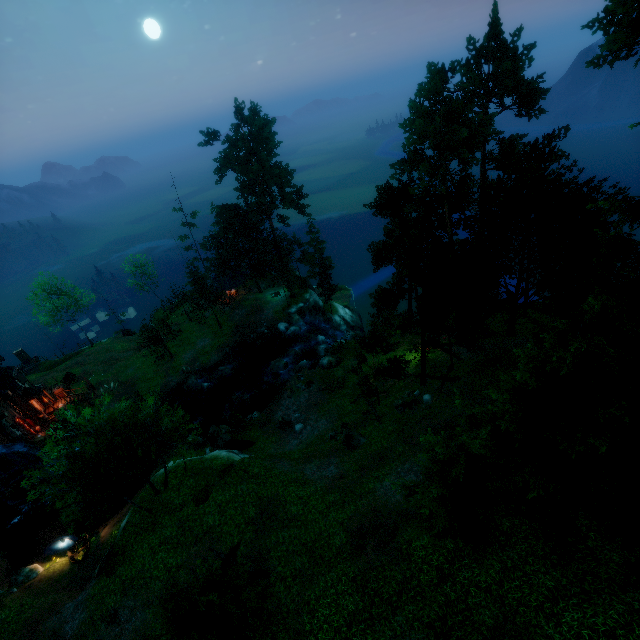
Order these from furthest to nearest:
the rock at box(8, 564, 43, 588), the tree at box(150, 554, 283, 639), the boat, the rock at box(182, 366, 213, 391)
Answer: the rock at box(182, 366, 213, 391) < the boat < the rock at box(8, 564, 43, 588) < the tree at box(150, 554, 283, 639)

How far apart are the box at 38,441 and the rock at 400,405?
36.4m

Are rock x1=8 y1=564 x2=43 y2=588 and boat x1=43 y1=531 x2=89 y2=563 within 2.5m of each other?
yes

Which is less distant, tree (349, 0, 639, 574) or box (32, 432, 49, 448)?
tree (349, 0, 639, 574)

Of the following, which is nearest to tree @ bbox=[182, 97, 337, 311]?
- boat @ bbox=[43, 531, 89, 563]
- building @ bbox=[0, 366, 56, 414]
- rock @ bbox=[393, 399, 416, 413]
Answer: rock @ bbox=[393, 399, 416, 413]

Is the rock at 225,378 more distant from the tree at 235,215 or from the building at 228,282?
the building at 228,282

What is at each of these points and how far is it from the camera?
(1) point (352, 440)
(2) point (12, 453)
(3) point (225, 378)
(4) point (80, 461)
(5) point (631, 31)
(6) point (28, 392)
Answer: (1) rock, 24.2 meters
(2) water wheel, 30.4 meters
(3) rock, 41.1 meters
(4) tree, 18.0 meters
(5) tree, 20.2 meters
(6) building, 37.0 meters

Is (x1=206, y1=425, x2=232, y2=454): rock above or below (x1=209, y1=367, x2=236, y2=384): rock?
above
